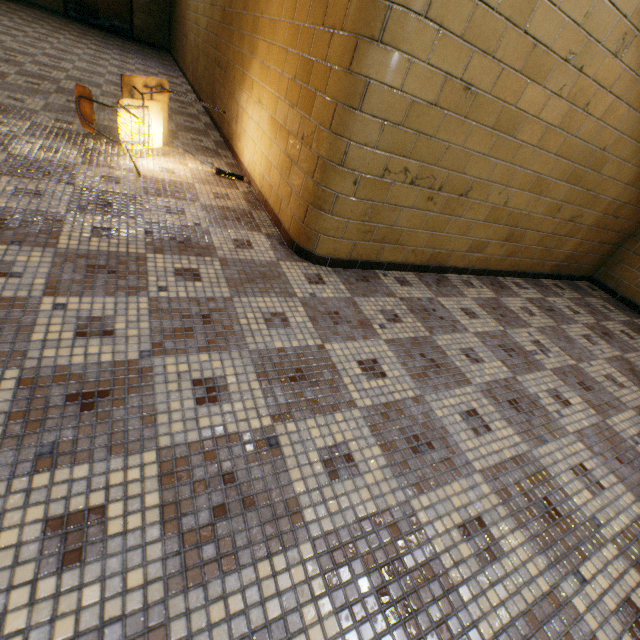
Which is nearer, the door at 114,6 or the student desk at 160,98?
the student desk at 160,98

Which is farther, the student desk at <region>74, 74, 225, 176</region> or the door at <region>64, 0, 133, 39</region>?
the door at <region>64, 0, 133, 39</region>

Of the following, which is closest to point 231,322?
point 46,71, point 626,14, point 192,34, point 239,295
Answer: point 239,295

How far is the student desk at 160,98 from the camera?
2.5 meters

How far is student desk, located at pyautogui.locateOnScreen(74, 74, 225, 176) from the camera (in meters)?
2.52
